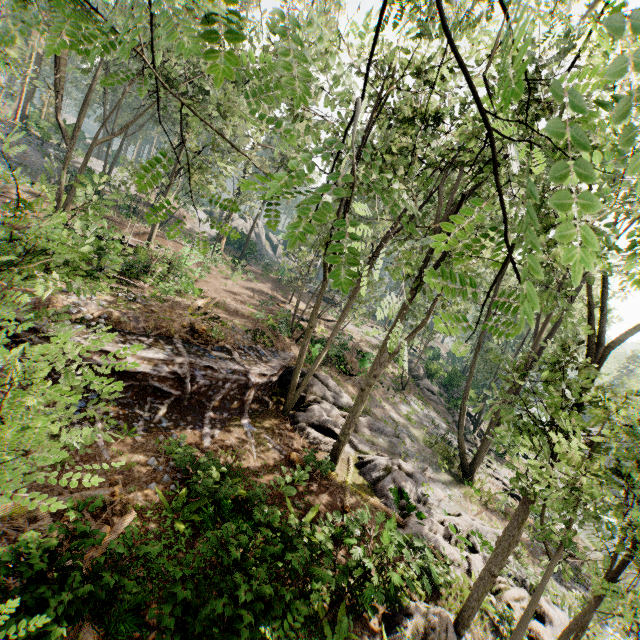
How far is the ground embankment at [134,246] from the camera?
20.05m

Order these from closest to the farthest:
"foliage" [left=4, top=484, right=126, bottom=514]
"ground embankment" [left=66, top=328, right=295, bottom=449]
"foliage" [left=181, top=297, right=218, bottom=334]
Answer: "foliage" [left=4, top=484, right=126, bottom=514]
"ground embankment" [left=66, top=328, right=295, bottom=449]
"foliage" [left=181, top=297, right=218, bottom=334]

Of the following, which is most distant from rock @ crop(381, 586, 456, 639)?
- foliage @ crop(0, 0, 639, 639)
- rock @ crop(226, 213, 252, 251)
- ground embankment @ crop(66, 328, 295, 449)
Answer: rock @ crop(226, 213, 252, 251)

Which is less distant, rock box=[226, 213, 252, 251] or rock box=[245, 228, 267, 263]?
rock box=[245, 228, 267, 263]

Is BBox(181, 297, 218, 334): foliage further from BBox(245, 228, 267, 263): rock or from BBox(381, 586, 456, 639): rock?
BBox(245, 228, 267, 263): rock

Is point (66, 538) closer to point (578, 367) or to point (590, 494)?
point (590, 494)

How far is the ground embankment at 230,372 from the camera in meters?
10.8 m
